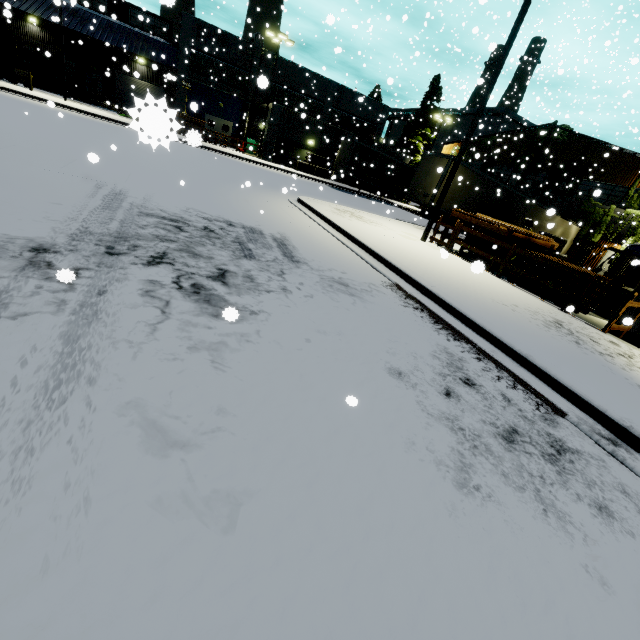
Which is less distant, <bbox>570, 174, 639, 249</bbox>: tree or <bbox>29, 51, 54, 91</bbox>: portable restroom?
<bbox>570, 174, 639, 249</bbox>: tree

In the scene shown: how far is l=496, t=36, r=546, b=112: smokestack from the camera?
50.9m

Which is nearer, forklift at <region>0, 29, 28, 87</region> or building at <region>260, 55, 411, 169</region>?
forklift at <region>0, 29, 28, 87</region>

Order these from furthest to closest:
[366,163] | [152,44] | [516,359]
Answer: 1. [152,44]
2. [366,163]
3. [516,359]

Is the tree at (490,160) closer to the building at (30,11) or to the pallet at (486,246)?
the building at (30,11)

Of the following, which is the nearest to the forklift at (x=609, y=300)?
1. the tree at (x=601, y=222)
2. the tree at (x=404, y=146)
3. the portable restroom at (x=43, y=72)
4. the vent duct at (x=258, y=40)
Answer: the tree at (x=601, y=222)

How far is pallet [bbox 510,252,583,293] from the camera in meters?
9.5

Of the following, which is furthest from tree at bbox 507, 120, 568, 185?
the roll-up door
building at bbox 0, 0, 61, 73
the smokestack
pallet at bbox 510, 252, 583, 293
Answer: the roll-up door
